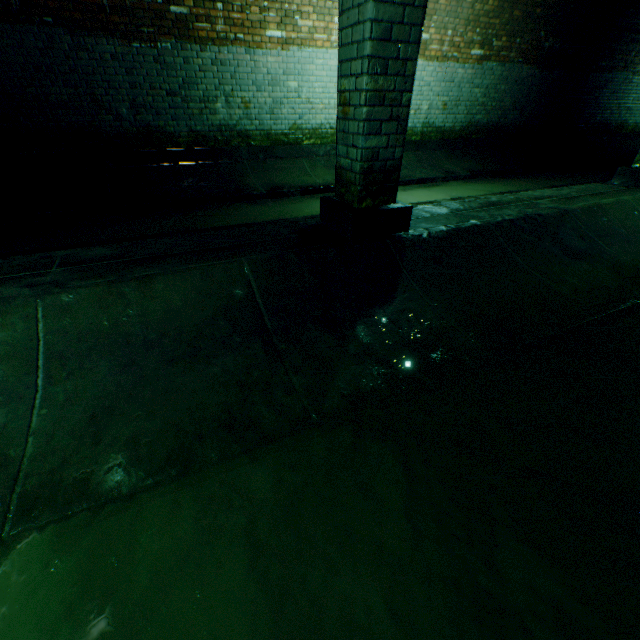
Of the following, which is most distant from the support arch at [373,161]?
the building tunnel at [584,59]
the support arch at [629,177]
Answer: Answer: the support arch at [629,177]

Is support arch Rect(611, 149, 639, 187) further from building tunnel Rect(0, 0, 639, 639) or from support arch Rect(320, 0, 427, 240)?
support arch Rect(320, 0, 427, 240)

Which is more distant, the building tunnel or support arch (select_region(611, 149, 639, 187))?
support arch (select_region(611, 149, 639, 187))

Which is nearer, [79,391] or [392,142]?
[79,391]

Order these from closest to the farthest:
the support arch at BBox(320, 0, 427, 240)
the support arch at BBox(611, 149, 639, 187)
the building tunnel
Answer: the building tunnel < the support arch at BBox(320, 0, 427, 240) < the support arch at BBox(611, 149, 639, 187)

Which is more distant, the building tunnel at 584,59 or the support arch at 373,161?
the support arch at 373,161

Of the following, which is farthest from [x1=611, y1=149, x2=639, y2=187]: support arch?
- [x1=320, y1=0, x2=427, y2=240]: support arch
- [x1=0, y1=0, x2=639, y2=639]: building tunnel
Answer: [x1=320, y1=0, x2=427, y2=240]: support arch
